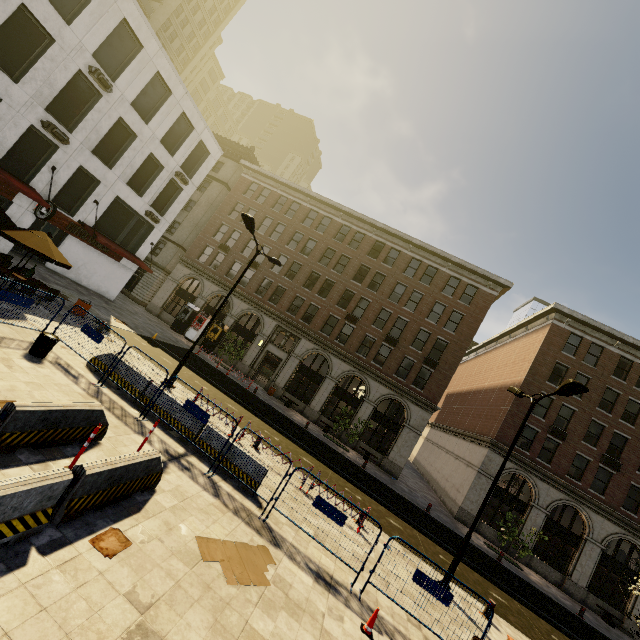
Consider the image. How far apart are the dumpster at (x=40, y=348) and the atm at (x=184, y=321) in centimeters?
2238cm

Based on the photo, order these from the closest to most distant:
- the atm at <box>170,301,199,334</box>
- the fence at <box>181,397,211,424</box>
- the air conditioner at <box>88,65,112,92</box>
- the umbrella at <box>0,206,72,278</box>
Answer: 1. the fence at <box>181,397,211,424</box>
2. the umbrella at <box>0,206,72,278</box>
3. the air conditioner at <box>88,65,112,92</box>
4. the atm at <box>170,301,199,334</box>

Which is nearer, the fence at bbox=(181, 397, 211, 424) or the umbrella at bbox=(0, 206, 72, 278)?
the fence at bbox=(181, 397, 211, 424)

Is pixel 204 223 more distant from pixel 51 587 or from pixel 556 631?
pixel 556 631

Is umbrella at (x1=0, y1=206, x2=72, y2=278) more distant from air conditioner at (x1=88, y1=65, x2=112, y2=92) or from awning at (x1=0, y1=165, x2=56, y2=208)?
air conditioner at (x1=88, y1=65, x2=112, y2=92)

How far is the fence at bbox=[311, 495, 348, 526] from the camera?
8.3 meters

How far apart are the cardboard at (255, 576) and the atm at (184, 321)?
27.8m

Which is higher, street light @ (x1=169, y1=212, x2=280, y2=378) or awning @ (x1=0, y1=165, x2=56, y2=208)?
street light @ (x1=169, y1=212, x2=280, y2=378)
